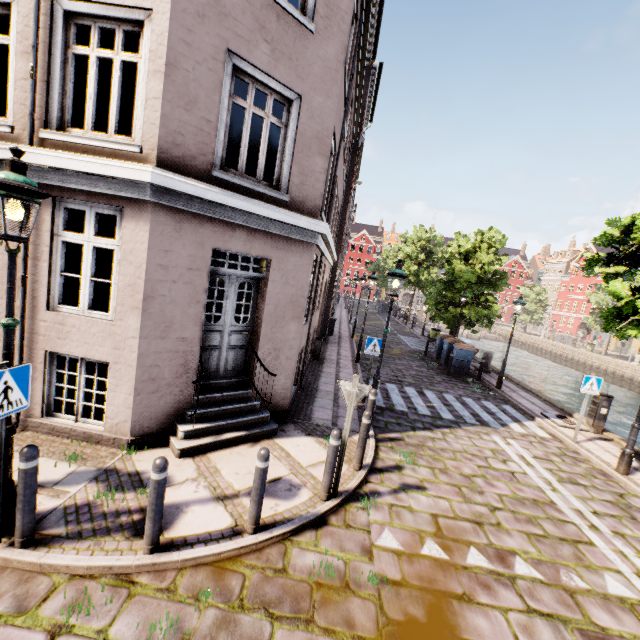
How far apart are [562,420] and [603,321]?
4.9m

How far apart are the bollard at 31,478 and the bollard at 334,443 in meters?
3.4 m

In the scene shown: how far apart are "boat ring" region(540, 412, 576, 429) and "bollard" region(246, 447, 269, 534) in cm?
1014

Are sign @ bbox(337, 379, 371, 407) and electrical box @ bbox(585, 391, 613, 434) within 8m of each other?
no

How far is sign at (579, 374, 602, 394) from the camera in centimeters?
857cm

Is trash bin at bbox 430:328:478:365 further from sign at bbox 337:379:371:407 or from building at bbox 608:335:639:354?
sign at bbox 337:379:371:407

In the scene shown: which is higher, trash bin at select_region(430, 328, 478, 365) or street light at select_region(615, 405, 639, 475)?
trash bin at select_region(430, 328, 478, 365)

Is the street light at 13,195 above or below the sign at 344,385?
above
